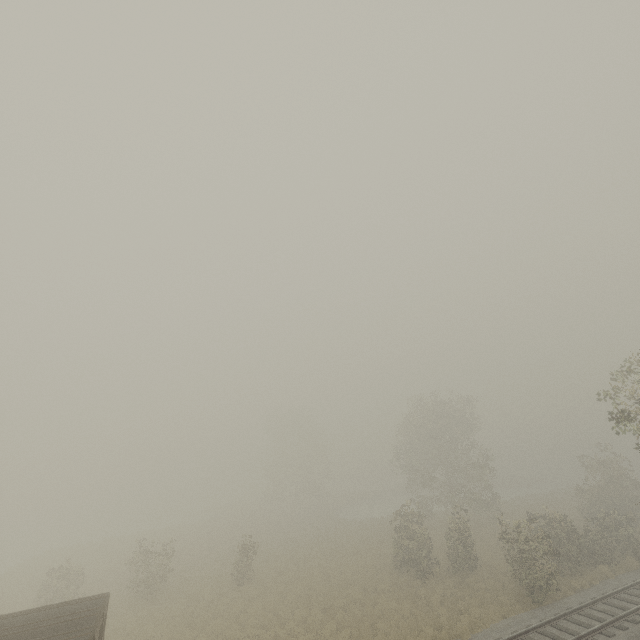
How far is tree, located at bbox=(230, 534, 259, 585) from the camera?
24.2m

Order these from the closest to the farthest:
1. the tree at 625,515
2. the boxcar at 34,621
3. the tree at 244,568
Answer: the boxcar at 34,621, the tree at 625,515, the tree at 244,568

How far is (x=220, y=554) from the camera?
32.2m

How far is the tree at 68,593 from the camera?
22.2m

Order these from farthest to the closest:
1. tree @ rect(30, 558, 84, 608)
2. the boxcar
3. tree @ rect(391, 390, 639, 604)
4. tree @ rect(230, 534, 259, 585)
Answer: tree @ rect(230, 534, 259, 585) < tree @ rect(30, 558, 84, 608) < tree @ rect(391, 390, 639, 604) < the boxcar

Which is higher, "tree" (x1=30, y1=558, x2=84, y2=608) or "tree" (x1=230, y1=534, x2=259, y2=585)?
"tree" (x1=30, y1=558, x2=84, y2=608)

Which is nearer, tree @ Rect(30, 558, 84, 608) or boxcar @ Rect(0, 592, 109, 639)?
boxcar @ Rect(0, 592, 109, 639)
